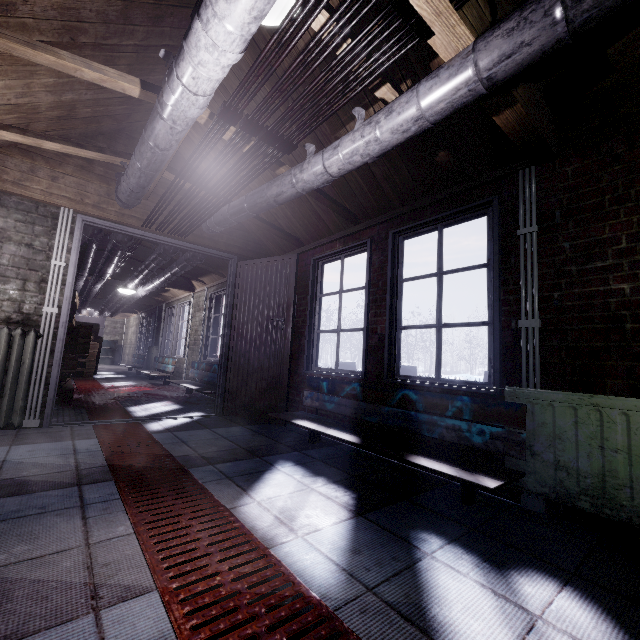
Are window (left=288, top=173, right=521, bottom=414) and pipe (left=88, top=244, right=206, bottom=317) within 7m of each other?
yes

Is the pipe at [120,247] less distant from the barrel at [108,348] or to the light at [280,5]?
the barrel at [108,348]

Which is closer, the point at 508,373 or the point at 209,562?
the point at 209,562

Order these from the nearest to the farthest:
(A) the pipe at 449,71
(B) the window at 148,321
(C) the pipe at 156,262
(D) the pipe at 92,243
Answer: (A) the pipe at 449,71
(D) the pipe at 92,243
(C) the pipe at 156,262
(B) the window at 148,321

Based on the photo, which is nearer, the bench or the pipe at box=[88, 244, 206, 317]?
the bench

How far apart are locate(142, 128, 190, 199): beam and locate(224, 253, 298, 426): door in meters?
0.3 m

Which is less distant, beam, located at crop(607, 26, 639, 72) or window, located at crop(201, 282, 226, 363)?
beam, located at crop(607, 26, 639, 72)

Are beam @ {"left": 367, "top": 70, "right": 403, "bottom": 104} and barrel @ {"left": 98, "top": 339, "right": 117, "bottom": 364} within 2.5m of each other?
no
